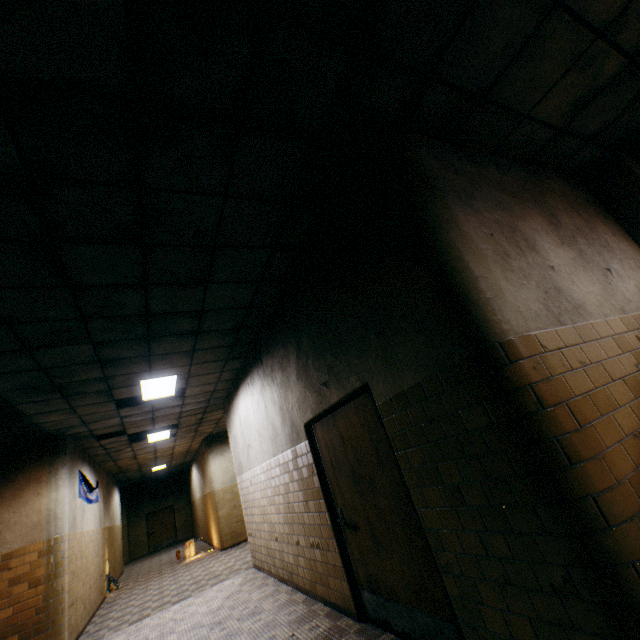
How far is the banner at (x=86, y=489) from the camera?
8.1m

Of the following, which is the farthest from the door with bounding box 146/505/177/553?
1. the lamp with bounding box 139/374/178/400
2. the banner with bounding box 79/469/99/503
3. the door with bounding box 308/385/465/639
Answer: the door with bounding box 308/385/465/639

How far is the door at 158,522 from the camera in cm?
1981

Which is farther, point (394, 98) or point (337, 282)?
point (337, 282)

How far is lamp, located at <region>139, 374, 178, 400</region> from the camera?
6.1 meters

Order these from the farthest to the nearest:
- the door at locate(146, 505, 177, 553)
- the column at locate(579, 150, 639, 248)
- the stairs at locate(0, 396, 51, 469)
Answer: the door at locate(146, 505, 177, 553), the stairs at locate(0, 396, 51, 469), the column at locate(579, 150, 639, 248)

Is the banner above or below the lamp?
below

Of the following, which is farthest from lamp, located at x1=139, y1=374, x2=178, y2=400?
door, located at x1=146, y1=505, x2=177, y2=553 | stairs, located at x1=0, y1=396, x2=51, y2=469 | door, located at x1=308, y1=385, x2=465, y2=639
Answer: door, located at x1=146, y1=505, x2=177, y2=553
